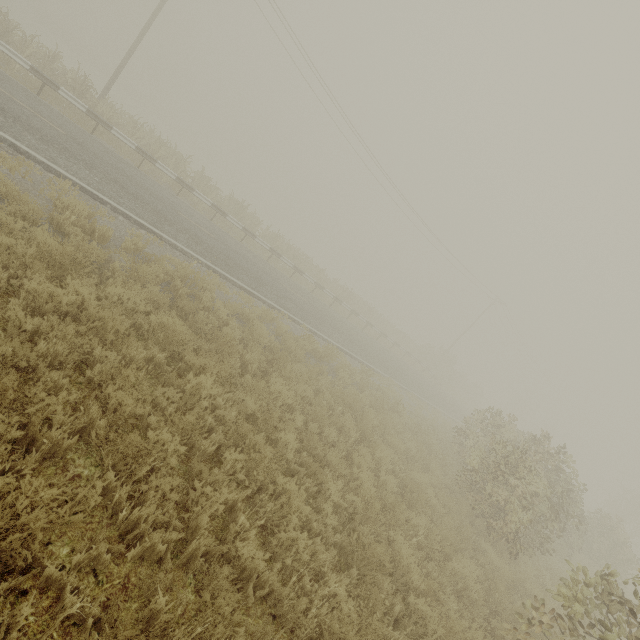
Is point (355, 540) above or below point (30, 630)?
above
